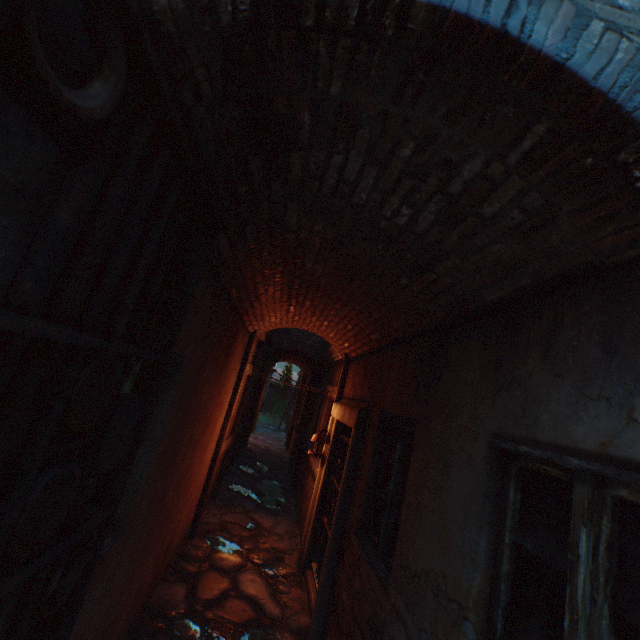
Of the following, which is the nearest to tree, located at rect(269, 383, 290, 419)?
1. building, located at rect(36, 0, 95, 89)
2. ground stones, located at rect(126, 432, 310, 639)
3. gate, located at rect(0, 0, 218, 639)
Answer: building, located at rect(36, 0, 95, 89)

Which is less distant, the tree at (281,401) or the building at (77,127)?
the building at (77,127)

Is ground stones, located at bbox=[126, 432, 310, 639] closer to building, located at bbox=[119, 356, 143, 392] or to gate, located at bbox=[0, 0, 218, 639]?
building, located at bbox=[119, 356, 143, 392]

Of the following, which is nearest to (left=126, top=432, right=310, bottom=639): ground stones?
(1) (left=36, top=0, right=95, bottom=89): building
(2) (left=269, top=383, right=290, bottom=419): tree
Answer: (1) (left=36, top=0, right=95, bottom=89): building

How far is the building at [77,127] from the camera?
0.9 meters

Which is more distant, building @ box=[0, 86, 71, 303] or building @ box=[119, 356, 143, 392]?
building @ box=[119, 356, 143, 392]

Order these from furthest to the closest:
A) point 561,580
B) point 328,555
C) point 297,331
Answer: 1. point 297,331
2. point 328,555
3. point 561,580

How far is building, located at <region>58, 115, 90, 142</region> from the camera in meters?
0.9 m
